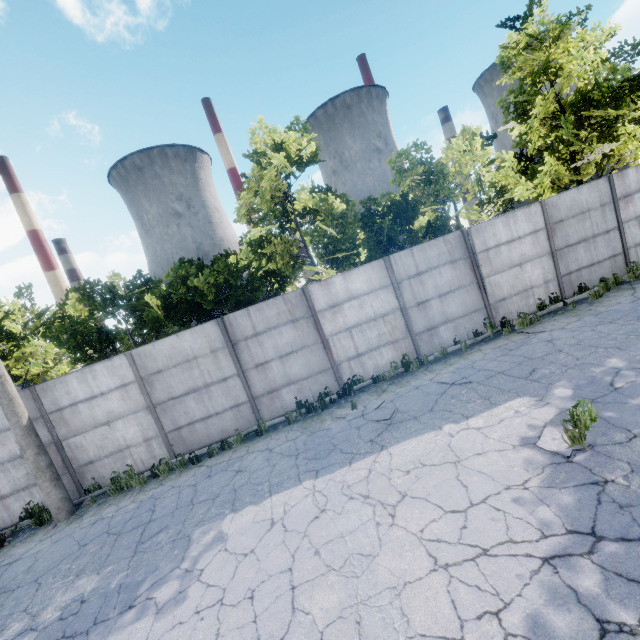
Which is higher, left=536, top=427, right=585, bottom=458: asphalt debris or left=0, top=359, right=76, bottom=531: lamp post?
left=0, top=359, right=76, bottom=531: lamp post

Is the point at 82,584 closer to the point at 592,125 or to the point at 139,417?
the point at 139,417

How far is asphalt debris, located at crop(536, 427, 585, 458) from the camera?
4.8 meters

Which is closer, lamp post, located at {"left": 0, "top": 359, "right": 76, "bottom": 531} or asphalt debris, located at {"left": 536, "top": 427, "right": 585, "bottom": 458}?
asphalt debris, located at {"left": 536, "top": 427, "right": 585, "bottom": 458}

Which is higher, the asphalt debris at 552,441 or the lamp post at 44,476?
the lamp post at 44,476

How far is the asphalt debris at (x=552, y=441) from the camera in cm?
477
